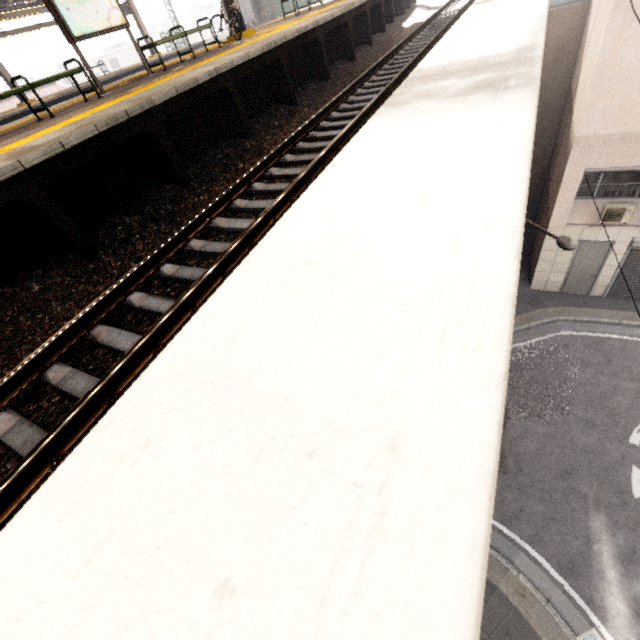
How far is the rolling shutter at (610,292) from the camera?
11.6m

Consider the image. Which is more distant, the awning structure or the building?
the building

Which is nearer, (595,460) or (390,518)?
(390,518)

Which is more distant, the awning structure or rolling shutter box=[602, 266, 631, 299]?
the awning structure

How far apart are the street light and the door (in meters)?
3.43

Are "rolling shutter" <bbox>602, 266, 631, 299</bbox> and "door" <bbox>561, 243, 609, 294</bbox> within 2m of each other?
yes

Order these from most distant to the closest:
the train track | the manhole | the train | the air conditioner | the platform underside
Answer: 1. the train
2. the air conditioner
3. the manhole
4. the platform underside
5. the train track

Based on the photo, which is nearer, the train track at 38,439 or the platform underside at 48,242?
the train track at 38,439
